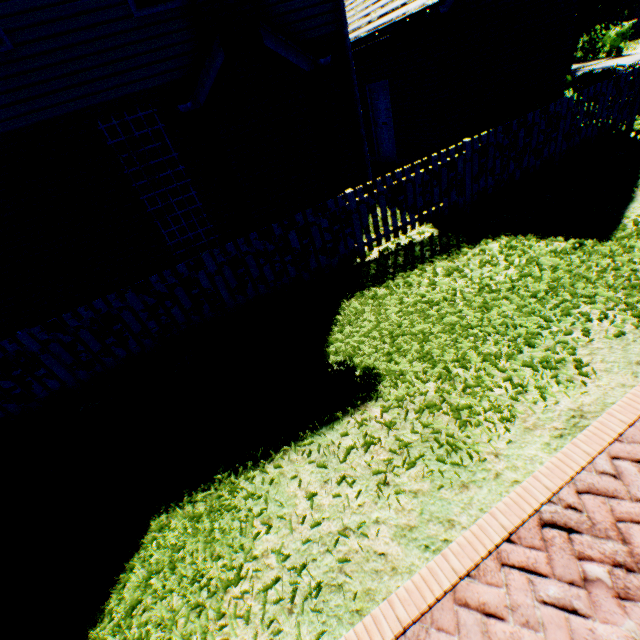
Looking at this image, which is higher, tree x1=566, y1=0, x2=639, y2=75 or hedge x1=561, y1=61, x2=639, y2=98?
tree x1=566, y1=0, x2=639, y2=75

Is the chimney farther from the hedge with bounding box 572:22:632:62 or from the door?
the hedge with bounding box 572:22:632:62

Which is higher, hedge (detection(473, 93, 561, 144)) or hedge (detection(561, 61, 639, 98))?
hedge (detection(473, 93, 561, 144))

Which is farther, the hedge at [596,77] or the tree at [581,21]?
the tree at [581,21]

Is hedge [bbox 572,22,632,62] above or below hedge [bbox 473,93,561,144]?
below

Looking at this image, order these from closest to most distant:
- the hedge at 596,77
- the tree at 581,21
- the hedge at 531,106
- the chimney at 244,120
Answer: the chimney at 244,120 < the hedge at 531,106 < the hedge at 596,77 < the tree at 581,21

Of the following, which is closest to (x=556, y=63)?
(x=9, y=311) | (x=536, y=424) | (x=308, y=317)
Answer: (x=308, y=317)

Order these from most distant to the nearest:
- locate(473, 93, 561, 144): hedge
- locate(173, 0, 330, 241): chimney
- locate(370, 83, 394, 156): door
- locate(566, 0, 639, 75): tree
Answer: locate(566, 0, 639, 75): tree → locate(370, 83, 394, 156): door → locate(473, 93, 561, 144): hedge → locate(173, 0, 330, 241): chimney
